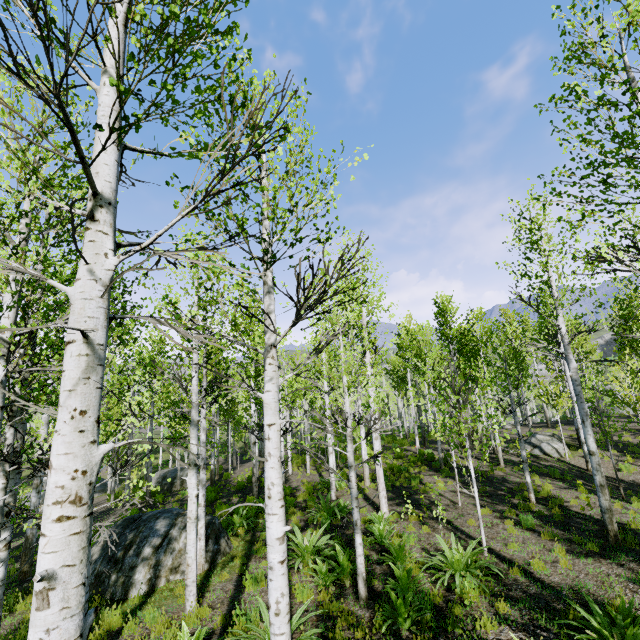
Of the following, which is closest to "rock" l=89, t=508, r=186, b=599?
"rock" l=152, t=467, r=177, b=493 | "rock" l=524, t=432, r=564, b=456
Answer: "rock" l=152, t=467, r=177, b=493

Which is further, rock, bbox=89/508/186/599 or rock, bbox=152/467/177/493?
rock, bbox=152/467/177/493

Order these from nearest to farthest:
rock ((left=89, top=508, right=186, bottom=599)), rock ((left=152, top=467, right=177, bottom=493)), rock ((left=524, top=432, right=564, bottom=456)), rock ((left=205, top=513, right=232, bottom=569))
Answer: rock ((left=89, top=508, right=186, bottom=599)), rock ((left=205, top=513, right=232, bottom=569)), rock ((left=524, top=432, right=564, bottom=456)), rock ((left=152, top=467, right=177, bottom=493))

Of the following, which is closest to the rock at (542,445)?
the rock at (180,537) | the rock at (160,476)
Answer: the rock at (180,537)

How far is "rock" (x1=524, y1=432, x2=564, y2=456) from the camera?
17.4m

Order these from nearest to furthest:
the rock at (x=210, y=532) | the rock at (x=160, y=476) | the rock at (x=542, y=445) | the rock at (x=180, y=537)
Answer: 1. the rock at (x=180, y=537)
2. the rock at (x=210, y=532)
3. the rock at (x=542, y=445)
4. the rock at (x=160, y=476)

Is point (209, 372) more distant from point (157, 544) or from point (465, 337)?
point (465, 337)

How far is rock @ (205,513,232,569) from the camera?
9.08m
